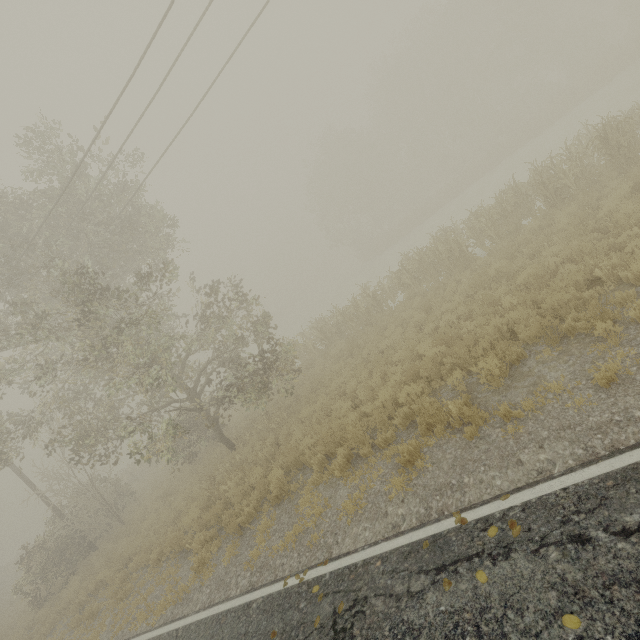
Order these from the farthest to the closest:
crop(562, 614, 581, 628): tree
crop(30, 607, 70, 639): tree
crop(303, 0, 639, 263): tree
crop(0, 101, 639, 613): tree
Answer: crop(303, 0, 639, 263): tree, crop(30, 607, 70, 639): tree, crop(0, 101, 639, 613): tree, crop(562, 614, 581, 628): tree

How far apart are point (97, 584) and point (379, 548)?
14.9 meters

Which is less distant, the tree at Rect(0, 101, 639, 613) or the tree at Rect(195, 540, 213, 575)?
the tree at Rect(195, 540, 213, 575)

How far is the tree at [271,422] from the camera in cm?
1342

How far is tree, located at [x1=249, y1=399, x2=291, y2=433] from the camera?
13.42m

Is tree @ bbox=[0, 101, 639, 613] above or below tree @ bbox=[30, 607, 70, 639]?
above
